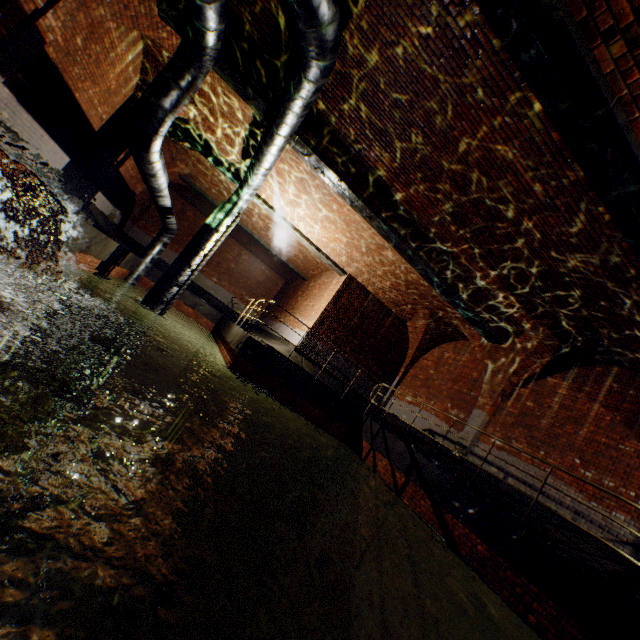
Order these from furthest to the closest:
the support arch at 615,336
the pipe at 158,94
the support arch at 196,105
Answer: the support arch at 196,105, the support arch at 615,336, the pipe at 158,94

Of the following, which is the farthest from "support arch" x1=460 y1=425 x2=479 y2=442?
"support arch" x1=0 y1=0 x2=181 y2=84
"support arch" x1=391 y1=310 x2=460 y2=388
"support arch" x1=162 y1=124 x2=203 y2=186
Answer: "support arch" x1=162 y1=124 x2=203 y2=186

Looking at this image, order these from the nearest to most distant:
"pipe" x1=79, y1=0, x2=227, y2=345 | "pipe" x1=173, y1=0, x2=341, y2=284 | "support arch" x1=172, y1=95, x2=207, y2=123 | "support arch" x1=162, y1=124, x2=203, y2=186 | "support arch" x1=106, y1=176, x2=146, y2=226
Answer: "pipe" x1=173, y1=0, x2=341, y2=284 → "pipe" x1=79, y1=0, x2=227, y2=345 → "support arch" x1=172, y1=95, x2=207, y2=123 → "support arch" x1=162, y1=124, x2=203, y2=186 → "support arch" x1=106, y1=176, x2=146, y2=226

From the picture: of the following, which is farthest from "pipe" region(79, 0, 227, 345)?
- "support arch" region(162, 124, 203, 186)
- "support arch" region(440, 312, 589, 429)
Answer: "support arch" region(440, 312, 589, 429)

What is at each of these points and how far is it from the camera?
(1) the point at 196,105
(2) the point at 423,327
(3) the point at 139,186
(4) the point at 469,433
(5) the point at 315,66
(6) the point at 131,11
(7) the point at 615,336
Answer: (1) support arch, 9.59m
(2) support arch, 13.63m
(3) support arch, 14.81m
(4) support arch, 10.26m
(5) pipe, 5.07m
(6) support arch, 6.42m
(7) support arch, 7.24m

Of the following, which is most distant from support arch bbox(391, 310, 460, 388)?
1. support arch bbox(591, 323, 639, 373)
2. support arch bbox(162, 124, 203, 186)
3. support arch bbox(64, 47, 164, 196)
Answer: support arch bbox(162, 124, 203, 186)

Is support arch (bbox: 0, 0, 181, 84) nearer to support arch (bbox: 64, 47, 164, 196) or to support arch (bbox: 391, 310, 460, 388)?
support arch (bbox: 64, 47, 164, 196)

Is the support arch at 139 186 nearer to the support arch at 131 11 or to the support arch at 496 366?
the support arch at 131 11
